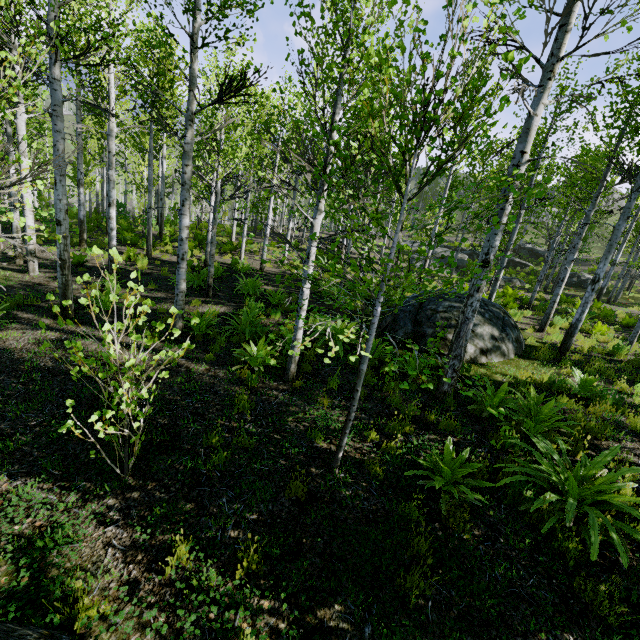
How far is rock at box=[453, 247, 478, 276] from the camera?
28.9 meters

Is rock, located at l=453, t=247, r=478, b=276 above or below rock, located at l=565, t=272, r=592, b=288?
above

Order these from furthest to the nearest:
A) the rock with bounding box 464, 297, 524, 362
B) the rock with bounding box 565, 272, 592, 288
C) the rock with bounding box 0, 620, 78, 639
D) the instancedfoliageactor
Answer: the rock with bounding box 565, 272, 592, 288, the rock with bounding box 464, 297, 524, 362, the instancedfoliageactor, the rock with bounding box 0, 620, 78, 639

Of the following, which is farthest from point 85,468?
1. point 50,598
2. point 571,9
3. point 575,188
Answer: point 575,188

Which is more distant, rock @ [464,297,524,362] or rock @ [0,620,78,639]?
rock @ [464,297,524,362]

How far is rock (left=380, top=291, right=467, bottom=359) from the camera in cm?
823

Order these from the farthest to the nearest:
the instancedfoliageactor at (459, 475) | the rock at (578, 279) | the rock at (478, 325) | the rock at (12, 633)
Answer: the rock at (578, 279) → the rock at (478, 325) → the instancedfoliageactor at (459, 475) → the rock at (12, 633)

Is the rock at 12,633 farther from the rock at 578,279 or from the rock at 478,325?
the rock at 578,279
